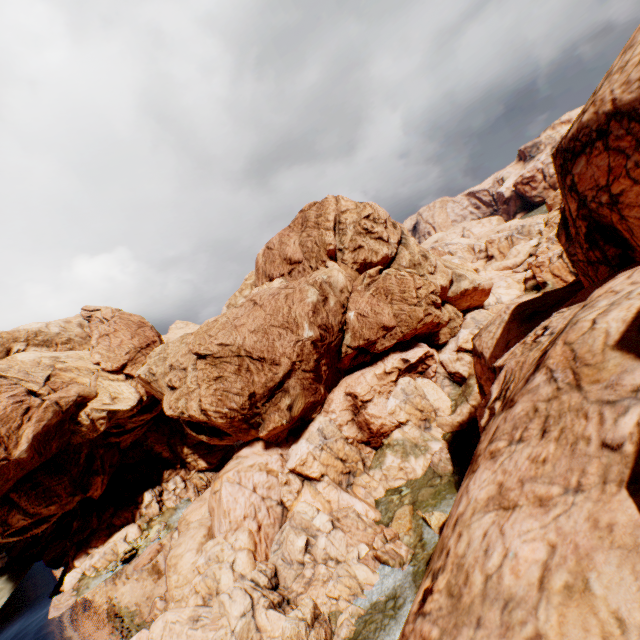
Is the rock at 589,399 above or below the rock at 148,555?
above

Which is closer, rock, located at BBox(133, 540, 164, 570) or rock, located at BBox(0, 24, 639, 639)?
rock, located at BBox(0, 24, 639, 639)

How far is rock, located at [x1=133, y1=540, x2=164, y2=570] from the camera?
45.5 meters

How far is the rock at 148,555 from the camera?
45.5m

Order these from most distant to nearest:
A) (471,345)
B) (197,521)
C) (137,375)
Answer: (137,375) < (471,345) < (197,521)

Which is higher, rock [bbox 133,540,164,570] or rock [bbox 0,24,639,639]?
rock [bbox 0,24,639,639]
